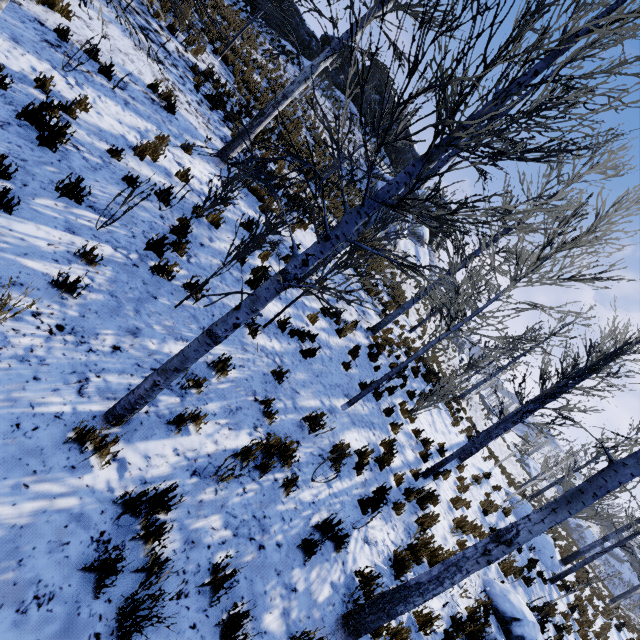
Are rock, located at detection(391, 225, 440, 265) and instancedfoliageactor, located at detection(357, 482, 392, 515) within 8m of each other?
no

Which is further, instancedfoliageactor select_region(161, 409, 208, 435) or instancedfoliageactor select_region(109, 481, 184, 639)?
instancedfoliageactor select_region(161, 409, 208, 435)

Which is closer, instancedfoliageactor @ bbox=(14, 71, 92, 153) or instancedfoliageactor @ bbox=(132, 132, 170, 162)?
instancedfoliageactor @ bbox=(14, 71, 92, 153)

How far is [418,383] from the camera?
13.8m

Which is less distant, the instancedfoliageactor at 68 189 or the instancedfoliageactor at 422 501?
the instancedfoliageactor at 68 189

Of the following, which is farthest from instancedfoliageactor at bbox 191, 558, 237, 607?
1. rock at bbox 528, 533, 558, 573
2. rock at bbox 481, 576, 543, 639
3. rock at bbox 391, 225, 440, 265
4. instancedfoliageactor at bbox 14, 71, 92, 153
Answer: rock at bbox 391, 225, 440, 265

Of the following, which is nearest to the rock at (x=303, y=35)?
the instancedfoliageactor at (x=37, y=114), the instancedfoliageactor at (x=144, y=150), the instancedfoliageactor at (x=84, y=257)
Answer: the instancedfoliageactor at (x=144, y=150)

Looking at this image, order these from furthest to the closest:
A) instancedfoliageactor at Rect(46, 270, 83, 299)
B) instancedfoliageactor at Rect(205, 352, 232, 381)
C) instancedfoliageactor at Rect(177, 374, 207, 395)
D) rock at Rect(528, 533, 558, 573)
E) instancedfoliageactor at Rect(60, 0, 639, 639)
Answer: rock at Rect(528, 533, 558, 573) < instancedfoliageactor at Rect(205, 352, 232, 381) < instancedfoliageactor at Rect(177, 374, 207, 395) < instancedfoliageactor at Rect(46, 270, 83, 299) < instancedfoliageactor at Rect(60, 0, 639, 639)
